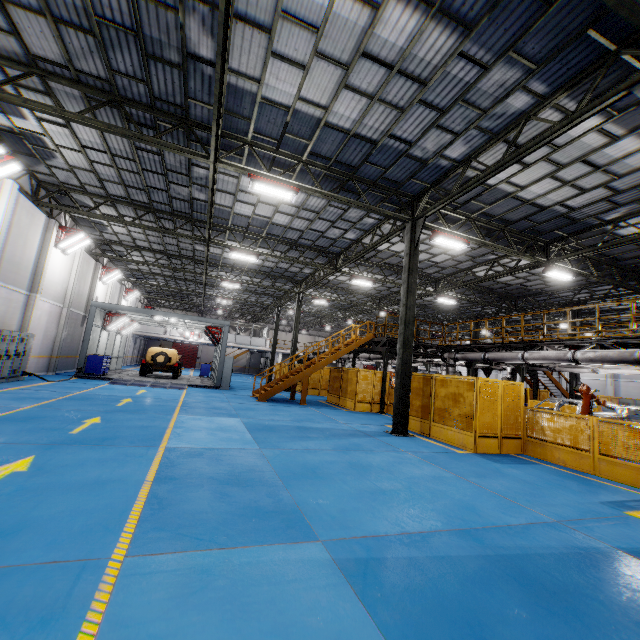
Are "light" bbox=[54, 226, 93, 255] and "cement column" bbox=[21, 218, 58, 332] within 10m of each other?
yes

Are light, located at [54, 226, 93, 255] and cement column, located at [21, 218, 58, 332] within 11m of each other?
yes

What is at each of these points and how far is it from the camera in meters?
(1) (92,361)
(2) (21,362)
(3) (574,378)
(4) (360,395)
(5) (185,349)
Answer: (1) toolbox, 18.7
(2) cabinet, 14.5
(3) metal pole, 20.0
(4) metal panel, 17.2
(5) door, 51.2

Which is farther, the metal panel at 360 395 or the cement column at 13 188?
the metal panel at 360 395

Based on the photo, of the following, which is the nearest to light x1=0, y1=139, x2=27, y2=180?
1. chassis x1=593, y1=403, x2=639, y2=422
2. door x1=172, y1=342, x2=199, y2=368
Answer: chassis x1=593, y1=403, x2=639, y2=422

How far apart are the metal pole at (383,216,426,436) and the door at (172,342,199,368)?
45.3m

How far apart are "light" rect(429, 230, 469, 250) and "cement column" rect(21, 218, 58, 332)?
18.25m

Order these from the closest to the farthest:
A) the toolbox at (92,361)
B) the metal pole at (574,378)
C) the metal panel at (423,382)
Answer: the metal panel at (423,382)
the toolbox at (92,361)
the metal pole at (574,378)
